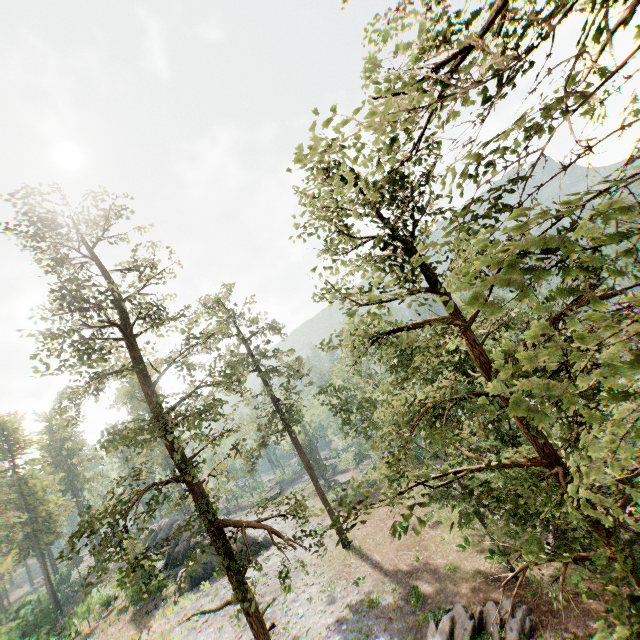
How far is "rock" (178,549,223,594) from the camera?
32.6 meters

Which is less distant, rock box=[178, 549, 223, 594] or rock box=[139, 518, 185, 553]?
rock box=[178, 549, 223, 594]

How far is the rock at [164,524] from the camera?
48.3m

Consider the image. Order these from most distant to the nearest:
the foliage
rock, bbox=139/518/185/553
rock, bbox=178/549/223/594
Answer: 1. rock, bbox=139/518/185/553
2. rock, bbox=178/549/223/594
3. the foliage

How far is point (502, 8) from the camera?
4.7 meters

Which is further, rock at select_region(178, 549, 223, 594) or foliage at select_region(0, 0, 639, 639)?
rock at select_region(178, 549, 223, 594)
